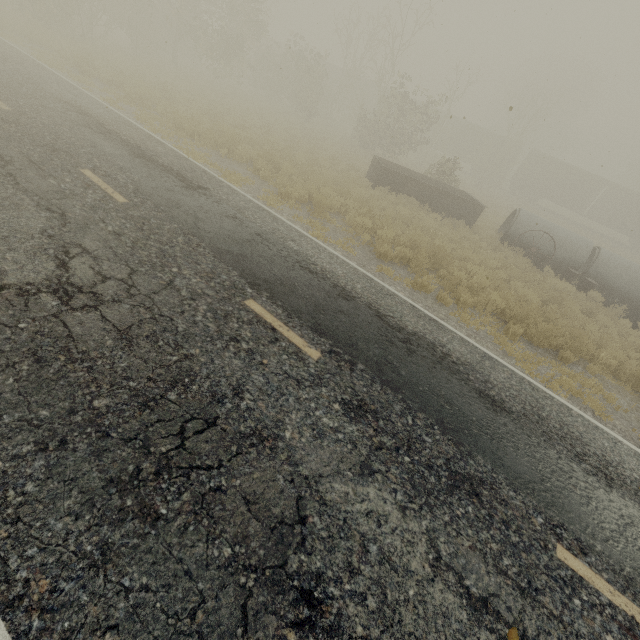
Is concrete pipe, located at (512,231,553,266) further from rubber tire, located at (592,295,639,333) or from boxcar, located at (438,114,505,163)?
boxcar, located at (438,114,505,163)

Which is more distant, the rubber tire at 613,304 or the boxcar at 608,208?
the boxcar at 608,208

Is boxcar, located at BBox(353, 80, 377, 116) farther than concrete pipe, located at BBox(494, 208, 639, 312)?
Yes

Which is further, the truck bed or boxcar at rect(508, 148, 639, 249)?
boxcar at rect(508, 148, 639, 249)

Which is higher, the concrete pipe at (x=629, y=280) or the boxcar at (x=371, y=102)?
the boxcar at (x=371, y=102)

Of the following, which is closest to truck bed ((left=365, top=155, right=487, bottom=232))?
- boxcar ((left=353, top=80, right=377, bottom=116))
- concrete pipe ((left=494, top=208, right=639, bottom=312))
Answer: concrete pipe ((left=494, top=208, right=639, bottom=312))

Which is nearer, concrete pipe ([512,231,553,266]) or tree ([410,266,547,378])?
tree ([410,266,547,378])

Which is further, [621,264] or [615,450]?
[621,264]
